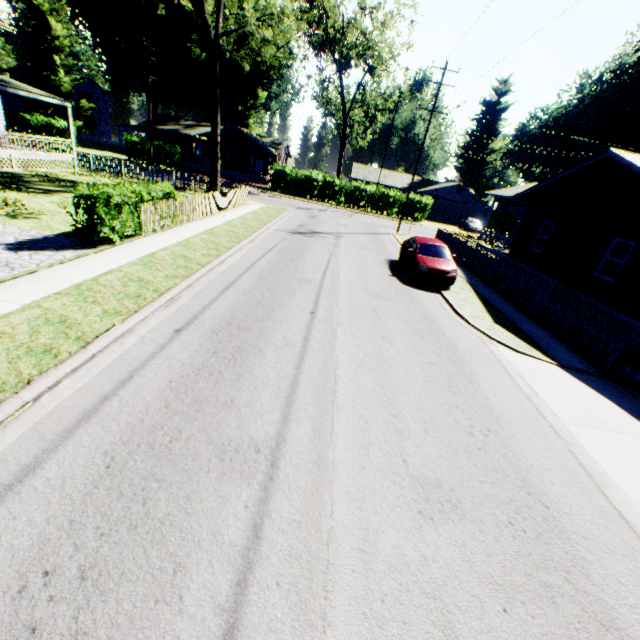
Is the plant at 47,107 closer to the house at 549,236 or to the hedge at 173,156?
the hedge at 173,156

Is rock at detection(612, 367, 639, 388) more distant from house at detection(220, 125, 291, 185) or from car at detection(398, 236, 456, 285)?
house at detection(220, 125, 291, 185)

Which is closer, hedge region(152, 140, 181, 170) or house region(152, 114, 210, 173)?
hedge region(152, 140, 181, 170)

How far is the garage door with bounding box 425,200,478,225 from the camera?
49.0 meters

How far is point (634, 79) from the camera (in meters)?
47.25

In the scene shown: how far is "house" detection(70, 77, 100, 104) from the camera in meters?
55.7 m

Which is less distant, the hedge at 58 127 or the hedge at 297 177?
the hedge at 58 127

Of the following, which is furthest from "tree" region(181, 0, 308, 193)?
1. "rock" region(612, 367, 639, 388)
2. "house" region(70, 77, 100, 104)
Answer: "house" region(70, 77, 100, 104)
